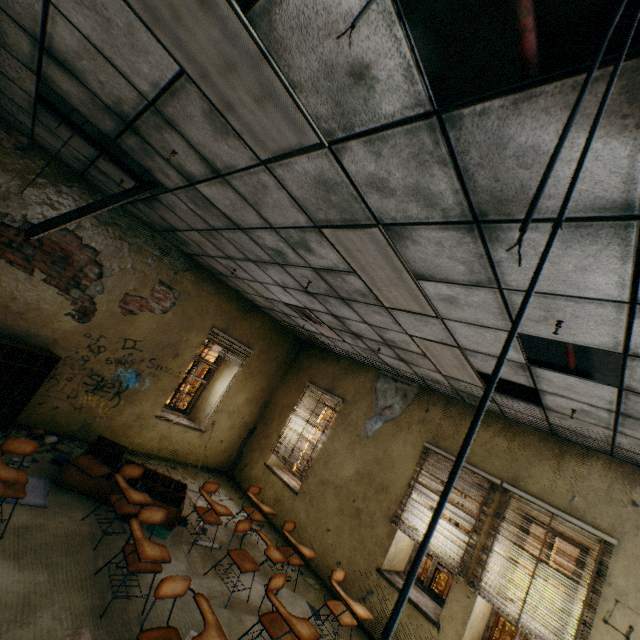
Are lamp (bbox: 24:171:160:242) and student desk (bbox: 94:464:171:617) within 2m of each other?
no

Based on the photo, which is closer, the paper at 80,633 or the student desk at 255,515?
the paper at 80,633

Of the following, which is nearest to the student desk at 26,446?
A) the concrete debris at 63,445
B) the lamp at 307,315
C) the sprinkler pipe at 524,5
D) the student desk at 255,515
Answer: the concrete debris at 63,445

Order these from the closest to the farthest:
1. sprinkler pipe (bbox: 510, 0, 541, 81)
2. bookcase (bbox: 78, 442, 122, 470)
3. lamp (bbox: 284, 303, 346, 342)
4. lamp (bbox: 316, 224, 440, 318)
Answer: sprinkler pipe (bbox: 510, 0, 541, 81) < lamp (bbox: 316, 224, 440, 318) < bookcase (bbox: 78, 442, 122, 470) < lamp (bbox: 284, 303, 346, 342)

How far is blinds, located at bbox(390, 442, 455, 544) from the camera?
5.3m

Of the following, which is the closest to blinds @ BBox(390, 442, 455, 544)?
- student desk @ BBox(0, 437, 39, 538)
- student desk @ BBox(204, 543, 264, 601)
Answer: student desk @ BBox(204, 543, 264, 601)

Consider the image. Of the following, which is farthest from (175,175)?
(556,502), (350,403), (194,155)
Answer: (556,502)

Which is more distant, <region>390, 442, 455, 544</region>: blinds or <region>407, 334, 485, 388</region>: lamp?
<region>390, 442, 455, 544</region>: blinds
